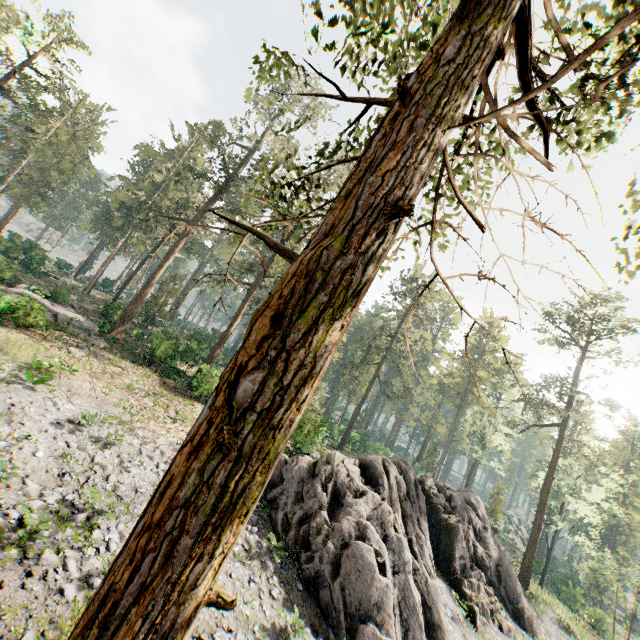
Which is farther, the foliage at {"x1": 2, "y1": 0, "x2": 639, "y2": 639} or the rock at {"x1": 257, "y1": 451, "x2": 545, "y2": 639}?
→ the rock at {"x1": 257, "y1": 451, "x2": 545, "y2": 639}

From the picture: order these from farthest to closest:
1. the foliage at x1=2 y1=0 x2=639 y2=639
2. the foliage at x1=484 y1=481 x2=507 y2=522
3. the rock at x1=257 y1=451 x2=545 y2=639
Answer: the foliage at x1=484 y1=481 x2=507 y2=522
the rock at x1=257 y1=451 x2=545 y2=639
the foliage at x1=2 y1=0 x2=639 y2=639

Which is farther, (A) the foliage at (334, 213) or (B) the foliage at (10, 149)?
(B) the foliage at (10, 149)

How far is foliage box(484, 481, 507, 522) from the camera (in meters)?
45.16

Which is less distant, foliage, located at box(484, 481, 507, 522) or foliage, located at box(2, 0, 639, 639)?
foliage, located at box(2, 0, 639, 639)

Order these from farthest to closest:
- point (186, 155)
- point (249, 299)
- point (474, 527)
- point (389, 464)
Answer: point (186, 155) → point (249, 299) → point (474, 527) → point (389, 464)

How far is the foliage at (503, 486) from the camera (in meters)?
45.16
